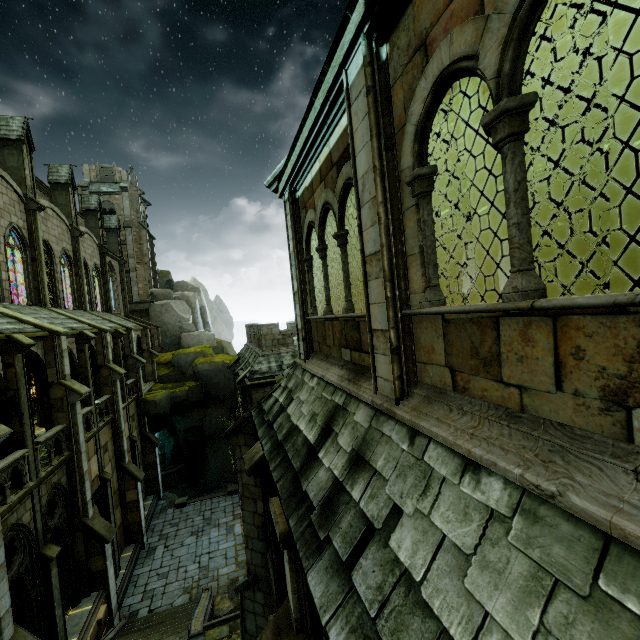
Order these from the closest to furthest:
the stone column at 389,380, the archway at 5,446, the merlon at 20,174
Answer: the stone column at 389,380 → the archway at 5,446 → the merlon at 20,174

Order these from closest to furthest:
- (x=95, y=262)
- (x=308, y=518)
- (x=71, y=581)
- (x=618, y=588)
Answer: (x=618, y=588) → (x=308, y=518) → (x=71, y=581) → (x=95, y=262)

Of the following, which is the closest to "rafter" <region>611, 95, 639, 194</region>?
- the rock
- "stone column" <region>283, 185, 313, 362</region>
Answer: "stone column" <region>283, 185, 313, 362</region>

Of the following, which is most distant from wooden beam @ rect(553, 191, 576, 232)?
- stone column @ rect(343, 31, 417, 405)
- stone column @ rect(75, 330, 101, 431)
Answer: stone column @ rect(75, 330, 101, 431)

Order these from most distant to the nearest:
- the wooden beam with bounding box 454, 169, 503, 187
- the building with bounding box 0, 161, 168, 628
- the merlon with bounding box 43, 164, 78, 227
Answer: the merlon with bounding box 43, 164, 78, 227
the building with bounding box 0, 161, 168, 628
the wooden beam with bounding box 454, 169, 503, 187

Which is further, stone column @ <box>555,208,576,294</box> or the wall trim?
the wall trim

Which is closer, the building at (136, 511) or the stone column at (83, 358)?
the building at (136, 511)

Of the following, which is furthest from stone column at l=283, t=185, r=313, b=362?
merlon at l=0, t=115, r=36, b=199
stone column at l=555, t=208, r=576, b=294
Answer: merlon at l=0, t=115, r=36, b=199
